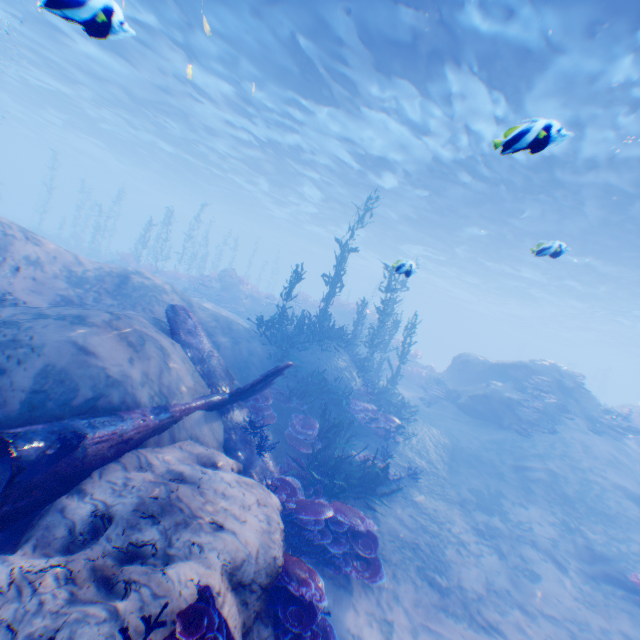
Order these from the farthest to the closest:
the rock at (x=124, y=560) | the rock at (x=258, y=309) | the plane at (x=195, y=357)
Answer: the rock at (x=258, y=309)
the plane at (x=195, y=357)
the rock at (x=124, y=560)

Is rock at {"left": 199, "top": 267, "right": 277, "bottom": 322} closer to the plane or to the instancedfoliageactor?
the plane

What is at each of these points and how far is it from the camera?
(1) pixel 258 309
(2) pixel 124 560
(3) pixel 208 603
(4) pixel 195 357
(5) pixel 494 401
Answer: (1) rock, 23.7 meters
(2) rock, 3.5 meters
(3) instancedfoliageactor, 3.1 meters
(4) plane, 7.4 meters
(5) rock, 15.1 meters

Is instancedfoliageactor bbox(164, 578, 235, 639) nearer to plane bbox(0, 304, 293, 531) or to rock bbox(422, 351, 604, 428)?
rock bbox(422, 351, 604, 428)

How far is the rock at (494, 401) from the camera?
14.7 meters

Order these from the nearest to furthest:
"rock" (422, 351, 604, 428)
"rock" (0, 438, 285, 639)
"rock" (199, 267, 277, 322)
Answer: "rock" (0, 438, 285, 639)
"rock" (422, 351, 604, 428)
"rock" (199, 267, 277, 322)

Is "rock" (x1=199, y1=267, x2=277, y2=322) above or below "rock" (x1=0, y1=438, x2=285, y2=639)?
above

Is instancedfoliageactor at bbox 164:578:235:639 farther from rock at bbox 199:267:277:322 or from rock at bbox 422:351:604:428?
rock at bbox 199:267:277:322
